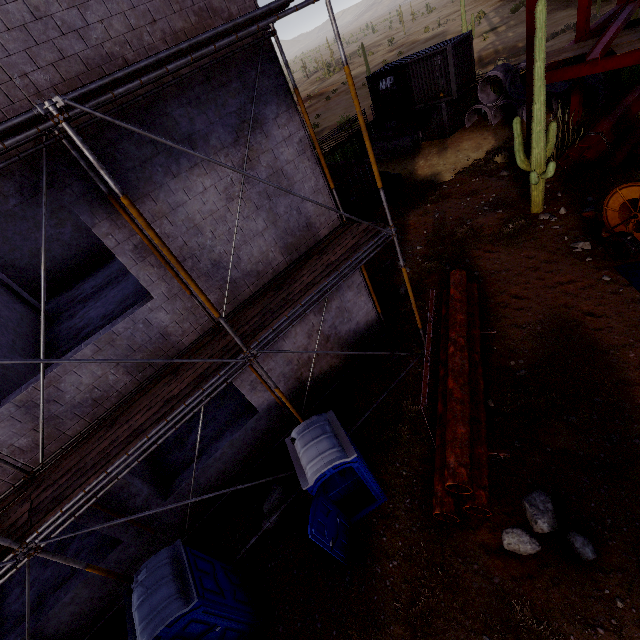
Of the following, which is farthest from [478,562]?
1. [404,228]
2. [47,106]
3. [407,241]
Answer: [404,228]

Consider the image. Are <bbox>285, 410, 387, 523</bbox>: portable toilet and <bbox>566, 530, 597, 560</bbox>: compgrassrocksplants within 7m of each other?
yes

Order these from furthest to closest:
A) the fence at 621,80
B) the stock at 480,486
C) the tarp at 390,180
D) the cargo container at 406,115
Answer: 1. the cargo container at 406,115
2. the tarp at 390,180
3. the fence at 621,80
4. the stock at 480,486

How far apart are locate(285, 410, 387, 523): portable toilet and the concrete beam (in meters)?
20.53

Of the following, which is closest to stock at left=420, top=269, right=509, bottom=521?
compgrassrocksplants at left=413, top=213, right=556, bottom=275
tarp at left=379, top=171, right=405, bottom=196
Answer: compgrassrocksplants at left=413, top=213, right=556, bottom=275

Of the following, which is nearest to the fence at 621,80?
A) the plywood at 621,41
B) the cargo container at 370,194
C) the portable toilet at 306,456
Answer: the plywood at 621,41

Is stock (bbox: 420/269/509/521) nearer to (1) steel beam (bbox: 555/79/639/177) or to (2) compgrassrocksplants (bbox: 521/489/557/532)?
(2) compgrassrocksplants (bbox: 521/489/557/532)

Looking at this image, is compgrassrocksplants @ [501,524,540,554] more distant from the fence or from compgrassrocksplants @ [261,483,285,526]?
the fence
